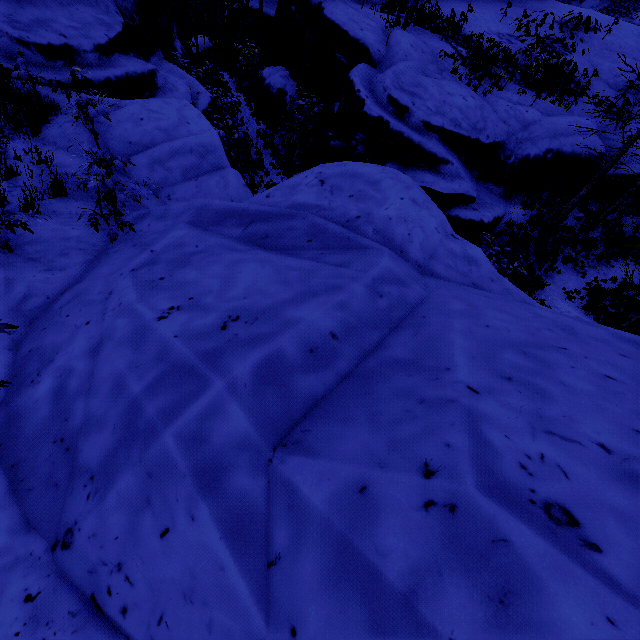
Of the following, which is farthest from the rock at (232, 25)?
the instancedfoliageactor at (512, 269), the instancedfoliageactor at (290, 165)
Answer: the instancedfoliageactor at (290, 165)

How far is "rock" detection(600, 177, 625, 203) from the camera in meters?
14.5

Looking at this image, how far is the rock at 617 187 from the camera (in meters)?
14.47

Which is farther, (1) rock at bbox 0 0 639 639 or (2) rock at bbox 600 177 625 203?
(2) rock at bbox 600 177 625 203

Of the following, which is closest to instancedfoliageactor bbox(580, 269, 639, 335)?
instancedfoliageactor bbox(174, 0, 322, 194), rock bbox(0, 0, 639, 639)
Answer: rock bbox(0, 0, 639, 639)

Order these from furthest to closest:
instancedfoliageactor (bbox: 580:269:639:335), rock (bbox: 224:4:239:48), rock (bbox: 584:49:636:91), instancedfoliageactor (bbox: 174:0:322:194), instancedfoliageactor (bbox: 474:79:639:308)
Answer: rock (bbox: 224:4:239:48), rock (bbox: 584:49:636:91), instancedfoliageactor (bbox: 174:0:322:194), instancedfoliageactor (bbox: 474:79:639:308), instancedfoliageactor (bbox: 580:269:639:335)

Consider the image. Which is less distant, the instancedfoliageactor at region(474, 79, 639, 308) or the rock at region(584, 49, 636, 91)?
the instancedfoliageactor at region(474, 79, 639, 308)

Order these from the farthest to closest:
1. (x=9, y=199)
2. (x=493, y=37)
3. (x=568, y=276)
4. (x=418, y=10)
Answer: (x=493, y=37) < (x=418, y=10) < (x=568, y=276) < (x=9, y=199)
